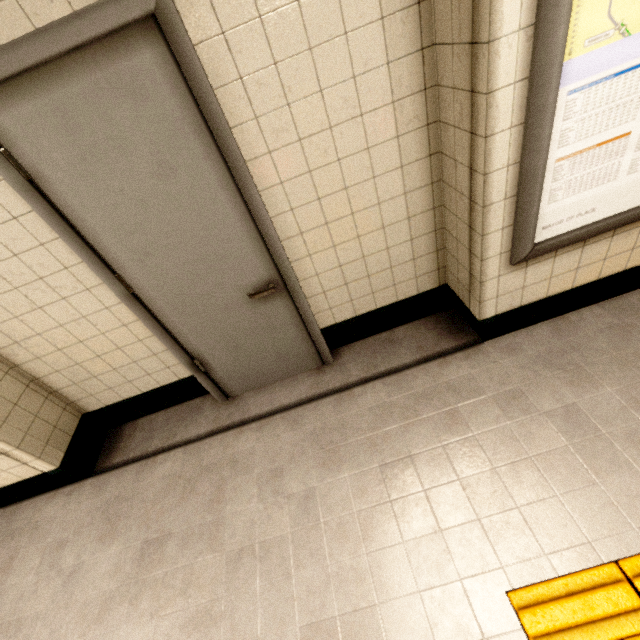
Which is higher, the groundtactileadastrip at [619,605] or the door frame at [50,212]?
the door frame at [50,212]

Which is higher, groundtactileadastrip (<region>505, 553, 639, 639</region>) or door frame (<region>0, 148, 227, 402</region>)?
door frame (<region>0, 148, 227, 402</region>)

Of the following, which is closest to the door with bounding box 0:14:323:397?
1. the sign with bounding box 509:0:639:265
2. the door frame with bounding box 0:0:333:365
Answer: the door frame with bounding box 0:0:333:365

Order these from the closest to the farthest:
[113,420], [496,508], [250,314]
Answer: [496,508], [250,314], [113,420]

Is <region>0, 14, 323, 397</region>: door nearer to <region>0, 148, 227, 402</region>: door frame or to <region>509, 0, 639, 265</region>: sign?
<region>0, 148, 227, 402</region>: door frame

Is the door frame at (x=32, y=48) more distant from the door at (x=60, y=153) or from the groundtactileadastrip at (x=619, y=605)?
the groundtactileadastrip at (x=619, y=605)
